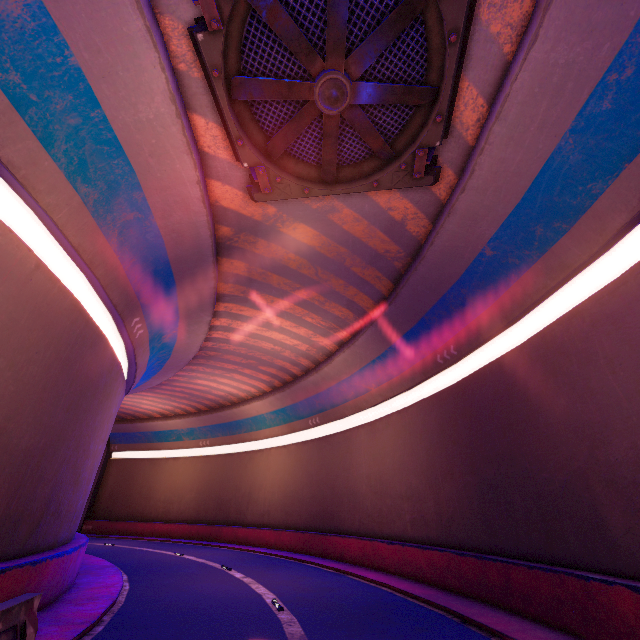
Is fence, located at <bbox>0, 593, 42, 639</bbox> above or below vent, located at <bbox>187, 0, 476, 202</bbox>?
below

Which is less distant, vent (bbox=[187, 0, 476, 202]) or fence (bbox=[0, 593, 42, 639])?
fence (bbox=[0, 593, 42, 639])

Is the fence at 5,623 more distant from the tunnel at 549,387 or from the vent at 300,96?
the vent at 300,96

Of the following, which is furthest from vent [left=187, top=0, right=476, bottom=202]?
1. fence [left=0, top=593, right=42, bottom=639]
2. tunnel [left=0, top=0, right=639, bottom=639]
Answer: fence [left=0, top=593, right=42, bottom=639]

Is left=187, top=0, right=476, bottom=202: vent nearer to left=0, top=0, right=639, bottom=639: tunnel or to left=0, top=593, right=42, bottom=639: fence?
left=0, top=0, right=639, bottom=639: tunnel

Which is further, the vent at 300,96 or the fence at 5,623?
the vent at 300,96

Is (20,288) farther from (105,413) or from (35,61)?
(105,413)
